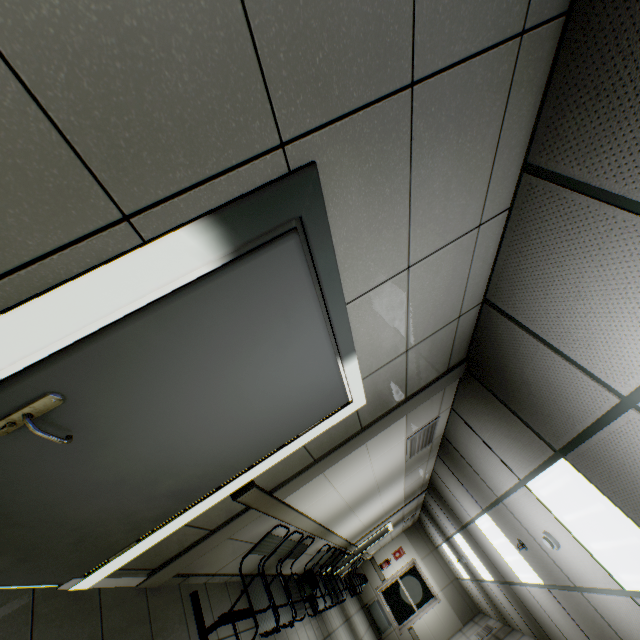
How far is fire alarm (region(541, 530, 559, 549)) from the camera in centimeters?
329cm

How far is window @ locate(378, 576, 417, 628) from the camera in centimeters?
1089cm

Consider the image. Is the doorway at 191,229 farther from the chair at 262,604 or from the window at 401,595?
the window at 401,595

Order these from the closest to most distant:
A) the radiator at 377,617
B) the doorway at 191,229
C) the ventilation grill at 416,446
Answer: the doorway at 191,229 → the ventilation grill at 416,446 → the radiator at 377,617

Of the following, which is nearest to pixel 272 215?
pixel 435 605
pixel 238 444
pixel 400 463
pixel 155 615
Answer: pixel 238 444

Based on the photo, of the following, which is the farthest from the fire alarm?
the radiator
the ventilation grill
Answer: the radiator

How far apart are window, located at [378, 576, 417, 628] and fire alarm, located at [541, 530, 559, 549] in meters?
10.6

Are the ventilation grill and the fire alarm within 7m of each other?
yes
